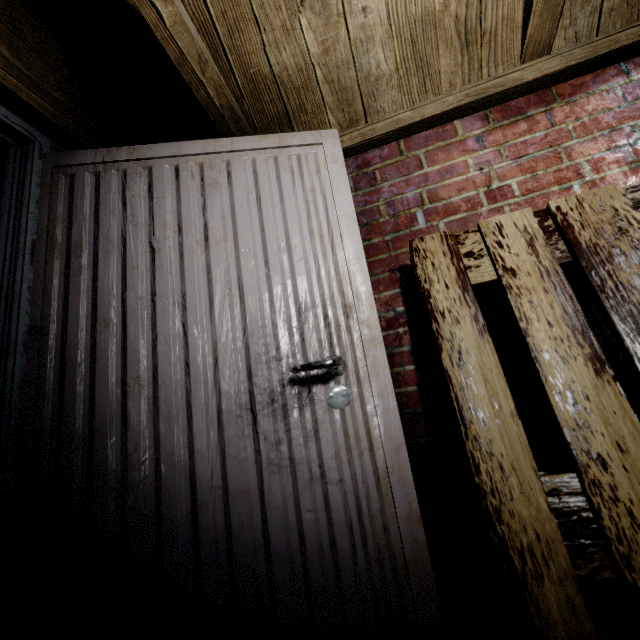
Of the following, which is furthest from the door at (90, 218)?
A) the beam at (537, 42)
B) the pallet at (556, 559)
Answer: the beam at (537, 42)

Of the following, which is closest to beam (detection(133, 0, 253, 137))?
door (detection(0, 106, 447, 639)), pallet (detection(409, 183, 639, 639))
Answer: door (detection(0, 106, 447, 639))

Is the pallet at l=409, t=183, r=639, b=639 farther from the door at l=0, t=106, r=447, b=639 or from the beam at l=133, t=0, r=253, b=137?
the beam at l=133, t=0, r=253, b=137

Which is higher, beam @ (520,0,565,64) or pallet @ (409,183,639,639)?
beam @ (520,0,565,64)

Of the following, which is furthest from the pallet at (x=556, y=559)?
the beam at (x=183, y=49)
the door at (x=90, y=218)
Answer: Answer: the beam at (x=183, y=49)

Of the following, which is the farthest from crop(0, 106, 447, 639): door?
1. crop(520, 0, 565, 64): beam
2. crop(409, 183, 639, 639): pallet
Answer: crop(520, 0, 565, 64): beam

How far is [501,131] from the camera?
1.1 meters
